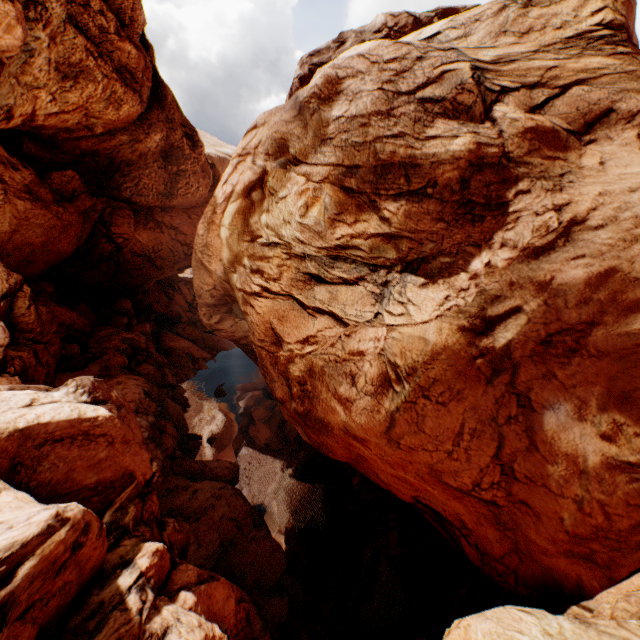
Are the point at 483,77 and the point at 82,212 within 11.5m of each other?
no
